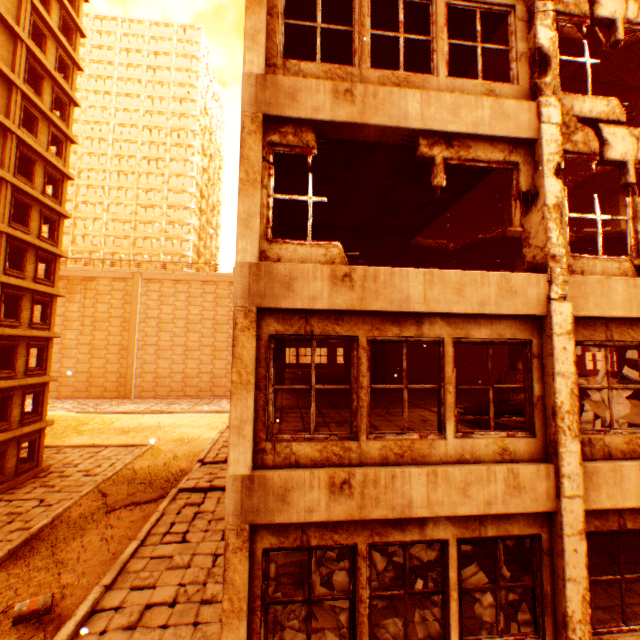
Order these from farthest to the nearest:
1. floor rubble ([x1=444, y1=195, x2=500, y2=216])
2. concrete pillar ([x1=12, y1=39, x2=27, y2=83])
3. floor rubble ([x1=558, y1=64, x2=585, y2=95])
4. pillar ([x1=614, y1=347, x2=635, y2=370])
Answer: concrete pillar ([x1=12, y1=39, x2=27, y2=83]), floor rubble ([x1=444, y1=195, x2=500, y2=216]), pillar ([x1=614, y1=347, x2=635, y2=370]), floor rubble ([x1=558, y1=64, x2=585, y2=95])

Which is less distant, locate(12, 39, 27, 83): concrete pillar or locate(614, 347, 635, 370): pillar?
locate(614, 347, 635, 370): pillar

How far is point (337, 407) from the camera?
9.9m

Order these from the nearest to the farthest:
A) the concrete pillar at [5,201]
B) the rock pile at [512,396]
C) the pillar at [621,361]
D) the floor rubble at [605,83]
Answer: the rock pile at [512,396], the floor rubble at [605,83], the pillar at [621,361], the concrete pillar at [5,201]

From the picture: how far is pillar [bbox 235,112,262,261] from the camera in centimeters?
474cm

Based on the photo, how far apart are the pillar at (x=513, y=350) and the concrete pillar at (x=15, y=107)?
29.4m

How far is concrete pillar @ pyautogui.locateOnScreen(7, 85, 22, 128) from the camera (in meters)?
19.09

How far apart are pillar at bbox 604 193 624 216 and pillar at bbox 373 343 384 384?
9.7m
